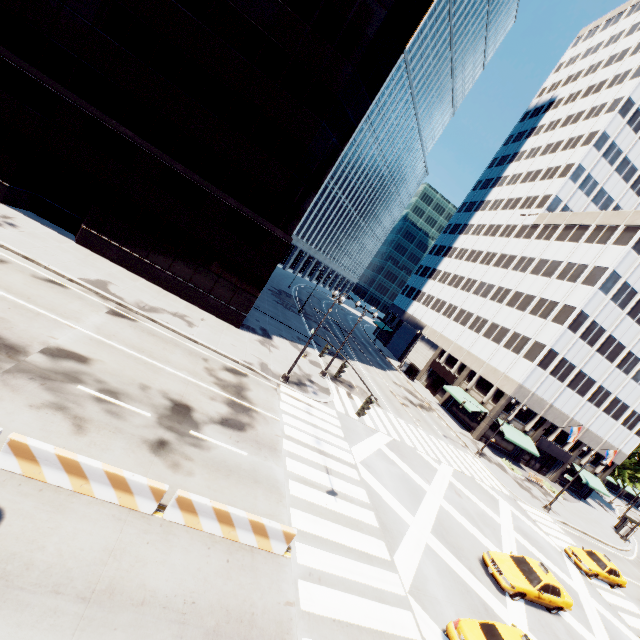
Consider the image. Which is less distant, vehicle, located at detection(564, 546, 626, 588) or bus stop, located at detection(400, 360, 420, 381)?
vehicle, located at detection(564, 546, 626, 588)

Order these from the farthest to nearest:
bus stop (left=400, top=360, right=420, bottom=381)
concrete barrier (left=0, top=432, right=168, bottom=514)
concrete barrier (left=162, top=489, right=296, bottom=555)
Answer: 1. bus stop (left=400, top=360, right=420, bottom=381)
2. concrete barrier (left=162, top=489, right=296, bottom=555)
3. concrete barrier (left=0, top=432, right=168, bottom=514)

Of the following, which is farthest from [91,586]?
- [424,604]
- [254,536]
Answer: [424,604]

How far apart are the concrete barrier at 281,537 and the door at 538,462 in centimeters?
4662cm

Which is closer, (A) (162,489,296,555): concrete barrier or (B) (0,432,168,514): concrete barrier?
(B) (0,432,168,514): concrete barrier

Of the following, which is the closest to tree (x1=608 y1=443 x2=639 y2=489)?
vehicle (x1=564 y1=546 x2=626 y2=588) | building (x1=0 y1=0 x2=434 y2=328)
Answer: vehicle (x1=564 y1=546 x2=626 y2=588)

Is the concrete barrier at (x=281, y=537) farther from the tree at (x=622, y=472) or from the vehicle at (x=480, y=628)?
the tree at (x=622, y=472)

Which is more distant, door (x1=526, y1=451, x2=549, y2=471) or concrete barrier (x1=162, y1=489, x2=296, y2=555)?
door (x1=526, y1=451, x2=549, y2=471)
